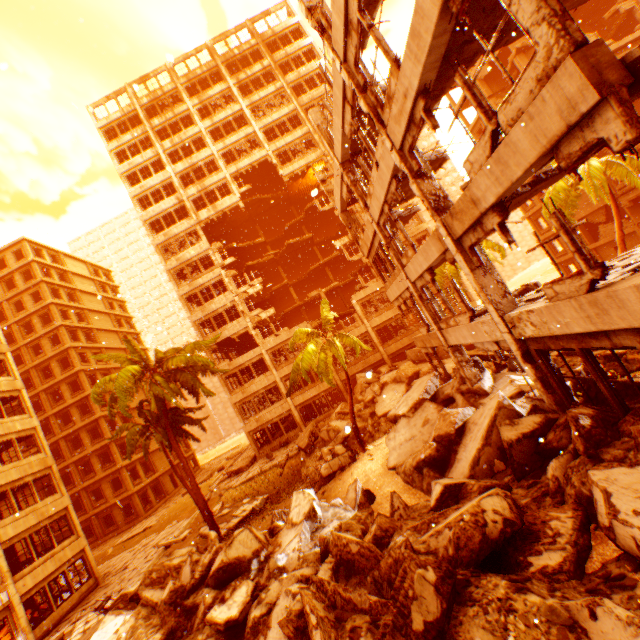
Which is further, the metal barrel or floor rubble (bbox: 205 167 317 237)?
floor rubble (bbox: 205 167 317 237)

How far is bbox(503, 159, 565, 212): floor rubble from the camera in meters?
8.8

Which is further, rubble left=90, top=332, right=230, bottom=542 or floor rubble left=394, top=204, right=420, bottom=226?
rubble left=90, top=332, right=230, bottom=542

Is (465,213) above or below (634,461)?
above

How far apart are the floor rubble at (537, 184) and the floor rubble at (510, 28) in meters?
2.5

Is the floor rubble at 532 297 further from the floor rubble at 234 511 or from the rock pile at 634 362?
the floor rubble at 234 511

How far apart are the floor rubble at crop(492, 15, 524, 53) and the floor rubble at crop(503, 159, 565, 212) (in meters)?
2.52

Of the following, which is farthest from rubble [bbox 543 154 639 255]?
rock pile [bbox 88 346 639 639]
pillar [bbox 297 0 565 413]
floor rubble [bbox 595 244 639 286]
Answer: floor rubble [bbox 595 244 639 286]
